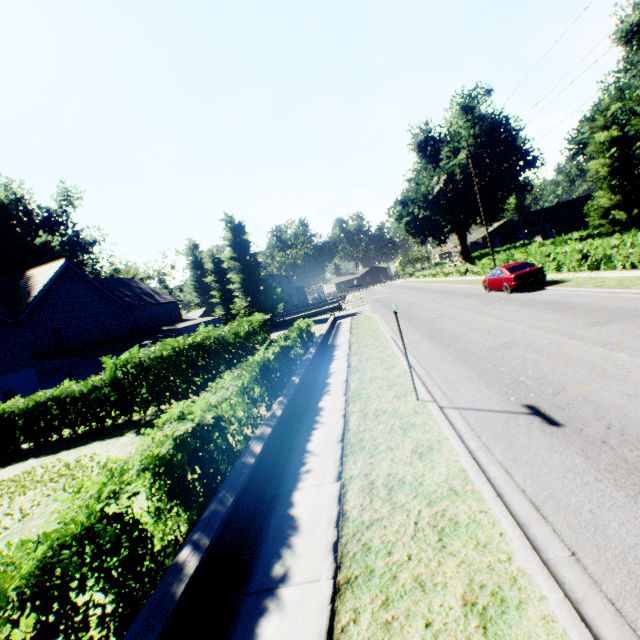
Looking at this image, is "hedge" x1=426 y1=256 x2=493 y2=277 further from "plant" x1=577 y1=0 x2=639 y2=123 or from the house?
the house

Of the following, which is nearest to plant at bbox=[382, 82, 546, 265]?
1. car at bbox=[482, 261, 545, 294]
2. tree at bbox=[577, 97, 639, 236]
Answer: tree at bbox=[577, 97, 639, 236]

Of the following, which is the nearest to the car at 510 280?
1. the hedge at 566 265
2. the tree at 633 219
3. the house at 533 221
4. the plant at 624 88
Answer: the hedge at 566 265

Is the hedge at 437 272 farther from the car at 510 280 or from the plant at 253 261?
the car at 510 280

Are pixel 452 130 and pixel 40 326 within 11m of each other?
no

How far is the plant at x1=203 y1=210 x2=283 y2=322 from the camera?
40.6m

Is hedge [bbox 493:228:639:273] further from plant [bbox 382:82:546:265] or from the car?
the car
